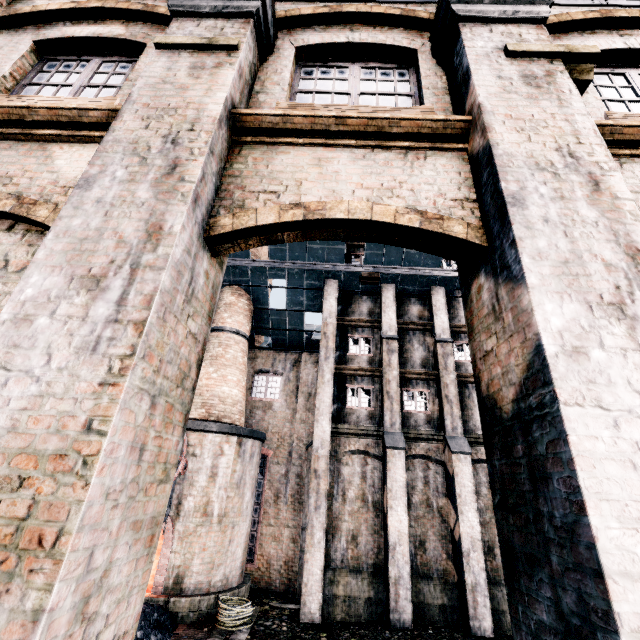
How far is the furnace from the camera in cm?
1301

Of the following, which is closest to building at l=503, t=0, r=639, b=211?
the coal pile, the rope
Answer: the rope

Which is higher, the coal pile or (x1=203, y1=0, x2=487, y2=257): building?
(x1=203, y1=0, x2=487, y2=257): building

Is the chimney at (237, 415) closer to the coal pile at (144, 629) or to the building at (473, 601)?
the building at (473, 601)

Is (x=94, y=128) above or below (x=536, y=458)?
above

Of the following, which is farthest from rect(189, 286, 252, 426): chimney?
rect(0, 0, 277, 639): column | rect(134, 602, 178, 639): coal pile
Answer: rect(0, 0, 277, 639): column

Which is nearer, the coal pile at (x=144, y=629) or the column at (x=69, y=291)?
the column at (x=69, y=291)

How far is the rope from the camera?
11.94m
